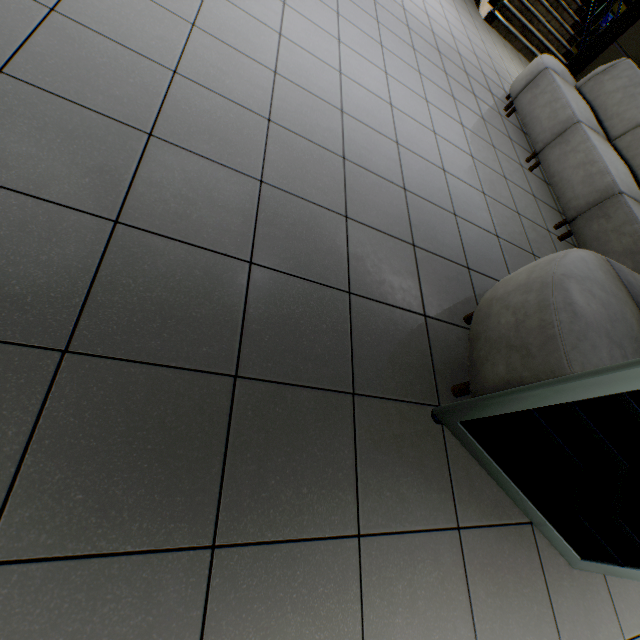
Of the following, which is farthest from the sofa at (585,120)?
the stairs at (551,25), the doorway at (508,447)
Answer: the stairs at (551,25)

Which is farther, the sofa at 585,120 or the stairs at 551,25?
the stairs at 551,25

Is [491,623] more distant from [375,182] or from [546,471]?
[375,182]

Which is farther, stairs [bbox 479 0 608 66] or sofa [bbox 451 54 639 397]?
stairs [bbox 479 0 608 66]

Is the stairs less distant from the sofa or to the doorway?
the sofa

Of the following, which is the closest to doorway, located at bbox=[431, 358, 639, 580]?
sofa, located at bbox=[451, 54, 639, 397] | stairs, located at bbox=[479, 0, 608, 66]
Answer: sofa, located at bbox=[451, 54, 639, 397]
